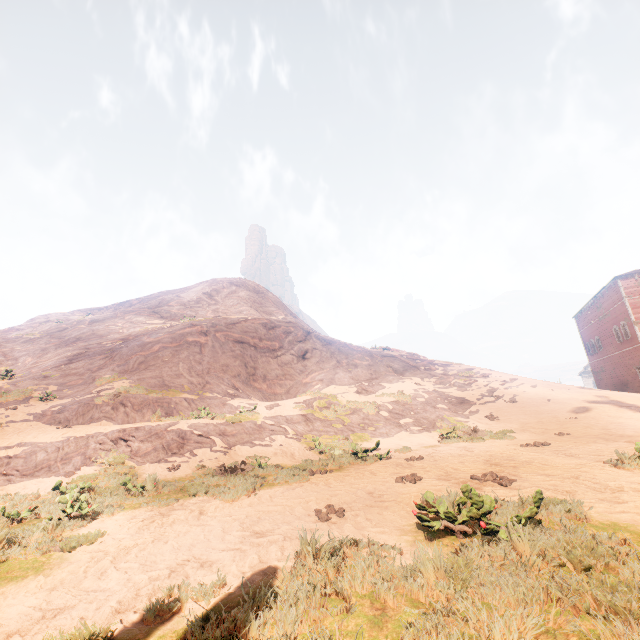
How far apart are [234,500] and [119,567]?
2.8 meters

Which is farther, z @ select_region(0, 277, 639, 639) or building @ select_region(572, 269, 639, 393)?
building @ select_region(572, 269, 639, 393)

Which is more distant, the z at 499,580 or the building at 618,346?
the building at 618,346
